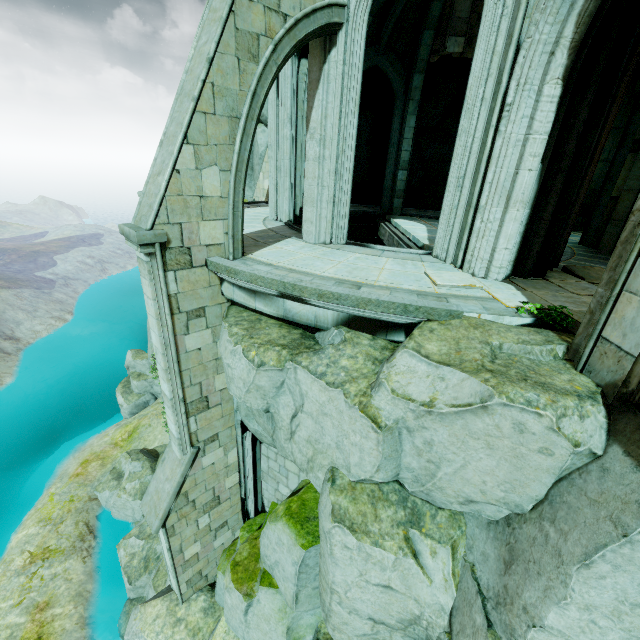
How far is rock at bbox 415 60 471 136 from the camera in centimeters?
1384cm

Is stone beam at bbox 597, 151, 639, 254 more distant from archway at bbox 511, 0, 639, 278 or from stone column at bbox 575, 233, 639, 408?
stone column at bbox 575, 233, 639, 408

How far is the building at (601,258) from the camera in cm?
774

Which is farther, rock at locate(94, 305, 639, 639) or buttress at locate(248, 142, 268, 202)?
buttress at locate(248, 142, 268, 202)

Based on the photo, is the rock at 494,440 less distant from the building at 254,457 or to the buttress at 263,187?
the building at 254,457

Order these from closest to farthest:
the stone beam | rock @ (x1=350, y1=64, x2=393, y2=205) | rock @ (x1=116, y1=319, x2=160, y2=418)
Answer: the stone beam, rock @ (x1=350, y1=64, x2=393, y2=205), rock @ (x1=116, y1=319, x2=160, y2=418)

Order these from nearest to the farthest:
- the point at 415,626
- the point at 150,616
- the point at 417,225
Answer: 1. the point at 415,626
2. the point at 150,616
3. the point at 417,225

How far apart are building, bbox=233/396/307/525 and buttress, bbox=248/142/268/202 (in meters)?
10.61
